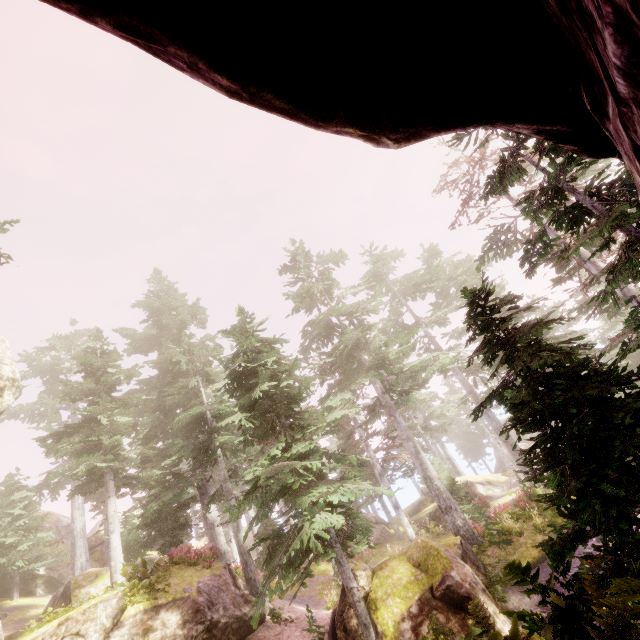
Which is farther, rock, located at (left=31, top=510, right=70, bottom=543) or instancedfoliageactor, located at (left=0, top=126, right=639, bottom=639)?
rock, located at (left=31, top=510, right=70, bottom=543)

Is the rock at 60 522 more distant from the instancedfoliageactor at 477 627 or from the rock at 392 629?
the rock at 392 629

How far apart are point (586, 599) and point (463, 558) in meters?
11.6 m

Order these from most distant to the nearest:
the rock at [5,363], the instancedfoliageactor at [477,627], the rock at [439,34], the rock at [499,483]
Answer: the rock at [499,483] → the rock at [5,363] → the instancedfoliageactor at [477,627] → the rock at [439,34]

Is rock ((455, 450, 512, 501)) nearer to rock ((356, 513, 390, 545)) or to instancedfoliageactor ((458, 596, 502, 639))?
instancedfoliageactor ((458, 596, 502, 639))

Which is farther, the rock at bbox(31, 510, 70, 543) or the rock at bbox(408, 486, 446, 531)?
the rock at bbox(31, 510, 70, 543)

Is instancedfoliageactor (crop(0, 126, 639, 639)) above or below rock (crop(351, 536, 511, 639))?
above

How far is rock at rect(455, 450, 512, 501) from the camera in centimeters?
3047cm
